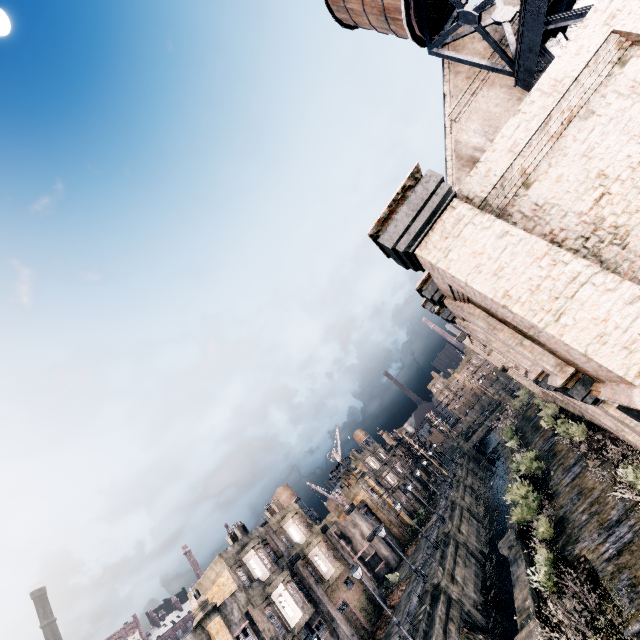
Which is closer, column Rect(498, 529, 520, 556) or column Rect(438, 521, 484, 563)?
column Rect(498, 529, 520, 556)

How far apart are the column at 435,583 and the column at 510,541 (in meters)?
7.21

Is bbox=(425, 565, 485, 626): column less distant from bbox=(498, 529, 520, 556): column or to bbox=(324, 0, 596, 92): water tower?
bbox=(498, 529, 520, 556): column

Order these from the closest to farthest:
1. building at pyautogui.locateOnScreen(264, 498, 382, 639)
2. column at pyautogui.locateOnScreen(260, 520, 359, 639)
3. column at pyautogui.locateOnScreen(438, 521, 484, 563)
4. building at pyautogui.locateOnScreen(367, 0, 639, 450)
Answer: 1. building at pyautogui.locateOnScreen(367, 0, 639, 450)
2. column at pyautogui.locateOnScreen(260, 520, 359, 639)
3. building at pyautogui.locateOnScreen(264, 498, 382, 639)
4. column at pyautogui.locateOnScreen(438, 521, 484, 563)

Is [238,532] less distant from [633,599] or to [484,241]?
[633,599]

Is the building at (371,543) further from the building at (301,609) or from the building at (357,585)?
the building at (301,609)

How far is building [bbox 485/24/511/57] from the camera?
18.8 meters

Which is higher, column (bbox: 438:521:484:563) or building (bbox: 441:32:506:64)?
building (bbox: 441:32:506:64)
